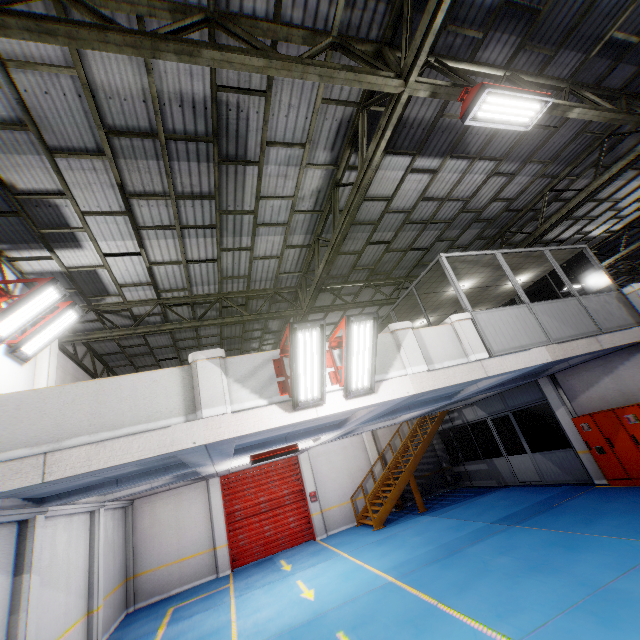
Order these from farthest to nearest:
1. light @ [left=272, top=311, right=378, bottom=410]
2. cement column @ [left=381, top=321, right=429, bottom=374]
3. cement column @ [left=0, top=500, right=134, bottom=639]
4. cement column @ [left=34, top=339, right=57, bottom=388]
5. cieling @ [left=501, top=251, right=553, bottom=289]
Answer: cieling @ [left=501, top=251, right=553, bottom=289]
cement column @ [left=34, top=339, right=57, bottom=388]
cement column @ [left=381, top=321, right=429, bottom=374]
cement column @ [left=0, top=500, right=134, bottom=639]
light @ [left=272, top=311, right=378, bottom=410]

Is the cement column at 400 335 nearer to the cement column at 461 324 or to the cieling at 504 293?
the cement column at 461 324

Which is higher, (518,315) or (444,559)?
(518,315)

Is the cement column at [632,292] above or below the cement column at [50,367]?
below

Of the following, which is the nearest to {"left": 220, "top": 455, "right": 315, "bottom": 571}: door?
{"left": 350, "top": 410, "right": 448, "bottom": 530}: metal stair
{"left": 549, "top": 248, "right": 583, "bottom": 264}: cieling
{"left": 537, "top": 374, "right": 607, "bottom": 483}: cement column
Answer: {"left": 350, "top": 410, "right": 448, "bottom": 530}: metal stair

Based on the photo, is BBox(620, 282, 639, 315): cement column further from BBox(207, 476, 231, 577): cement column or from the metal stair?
BBox(207, 476, 231, 577): cement column

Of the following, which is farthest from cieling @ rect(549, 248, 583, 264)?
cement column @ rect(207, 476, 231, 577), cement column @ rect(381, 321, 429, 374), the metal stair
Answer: cement column @ rect(207, 476, 231, 577)

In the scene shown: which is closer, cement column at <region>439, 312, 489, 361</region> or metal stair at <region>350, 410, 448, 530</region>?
cement column at <region>439, 312, 489, 361</region>
